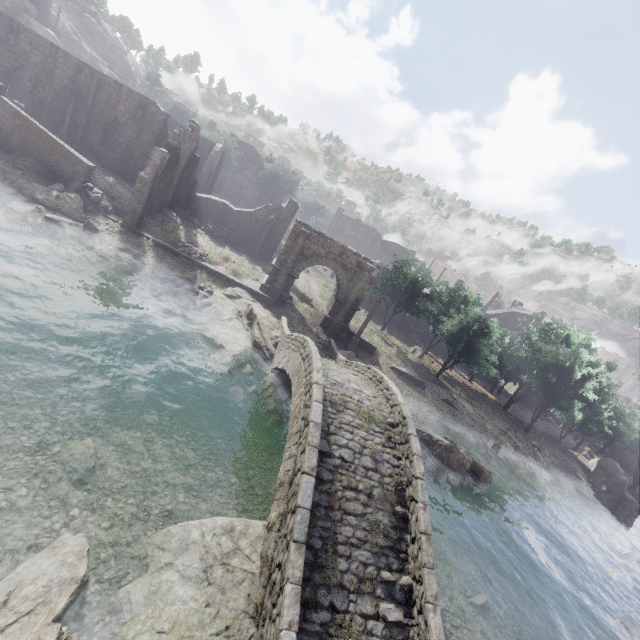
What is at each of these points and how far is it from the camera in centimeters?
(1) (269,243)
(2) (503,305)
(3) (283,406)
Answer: (1) building, 3434cm
(2) building, 5653cm
(3) rock, 1568cm

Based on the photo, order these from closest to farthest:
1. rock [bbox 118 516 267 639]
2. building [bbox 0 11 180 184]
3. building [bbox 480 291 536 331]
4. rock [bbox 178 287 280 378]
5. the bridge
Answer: rock [bbox 118 516 267 639], the bridge, rock [bbox 178 287 280 378], building [bbox 0 11 180 184], building [bbox 480 291 536 331]

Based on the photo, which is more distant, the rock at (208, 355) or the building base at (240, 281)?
the building base at (240, 281)

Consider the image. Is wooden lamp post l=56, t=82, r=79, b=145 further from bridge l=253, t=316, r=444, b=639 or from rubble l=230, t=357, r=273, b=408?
rubble l=230, t=357, r=273, b=408

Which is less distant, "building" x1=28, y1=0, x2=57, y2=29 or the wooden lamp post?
the wooden lamp post

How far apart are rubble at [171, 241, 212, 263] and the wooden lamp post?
14.61m

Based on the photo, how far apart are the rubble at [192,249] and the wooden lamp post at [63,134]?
14.6m

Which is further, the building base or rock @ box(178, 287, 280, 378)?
the building base
